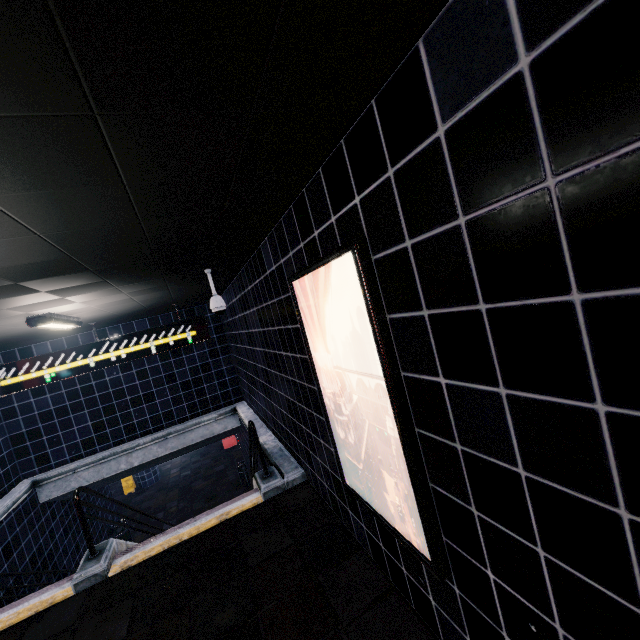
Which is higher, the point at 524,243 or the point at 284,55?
the point at 284,55
